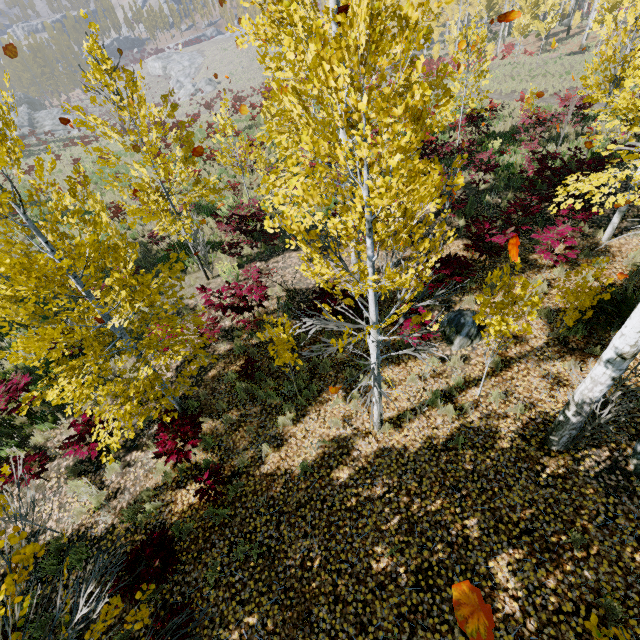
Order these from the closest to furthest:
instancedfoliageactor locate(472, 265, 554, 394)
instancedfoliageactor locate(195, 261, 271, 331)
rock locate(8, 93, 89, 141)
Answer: instancedfoliageactor locate(472, 265, 554, 394), instancedfoliageactor locate(195, 261, 271, 331), rock locate(8, 93, 89, 141)

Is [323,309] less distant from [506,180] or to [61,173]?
[506,180]

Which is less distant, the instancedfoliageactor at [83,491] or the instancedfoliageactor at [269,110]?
the instancedfoliageactor at [269,110]

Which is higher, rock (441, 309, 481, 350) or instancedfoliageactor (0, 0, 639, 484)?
instancedfoliageactor (0, 0, 639, 484)

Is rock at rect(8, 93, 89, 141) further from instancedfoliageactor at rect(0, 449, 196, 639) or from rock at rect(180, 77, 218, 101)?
rock at rect(180, 77, 218, 101)

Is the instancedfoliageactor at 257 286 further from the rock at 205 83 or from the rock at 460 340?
the rock at 205 83

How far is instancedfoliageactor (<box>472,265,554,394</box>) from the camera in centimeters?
446cm
